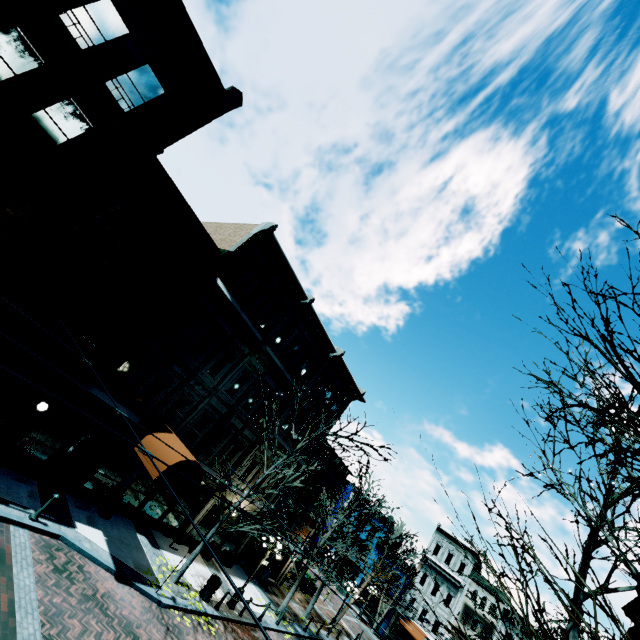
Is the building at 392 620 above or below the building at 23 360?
below

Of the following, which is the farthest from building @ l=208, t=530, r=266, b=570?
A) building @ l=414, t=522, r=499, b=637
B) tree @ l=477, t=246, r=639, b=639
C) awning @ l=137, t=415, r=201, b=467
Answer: building @ l=414, t=522, r=499, b=637

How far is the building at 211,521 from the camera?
17.50m

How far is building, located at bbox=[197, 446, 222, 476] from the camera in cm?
1732

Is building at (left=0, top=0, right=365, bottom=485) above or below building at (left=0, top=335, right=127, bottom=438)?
above

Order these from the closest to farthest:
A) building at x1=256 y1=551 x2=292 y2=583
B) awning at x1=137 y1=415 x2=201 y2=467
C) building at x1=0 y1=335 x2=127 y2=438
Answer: building at x1=0 y1=335 x2=127 y2=438
awning at x1=137 y1=415 x2=201 y2=467
building at x1=256 y1=551 x2=292 y2=583

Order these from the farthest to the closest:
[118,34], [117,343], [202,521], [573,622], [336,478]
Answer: [336,478] < [202,521] < [117,343] < [118,34] < [573,622]

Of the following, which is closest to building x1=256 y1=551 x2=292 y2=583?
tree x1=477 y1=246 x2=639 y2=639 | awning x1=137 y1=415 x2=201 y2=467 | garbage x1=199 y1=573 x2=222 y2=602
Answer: awning x1=137 y1=415 x2=201 y2=467
